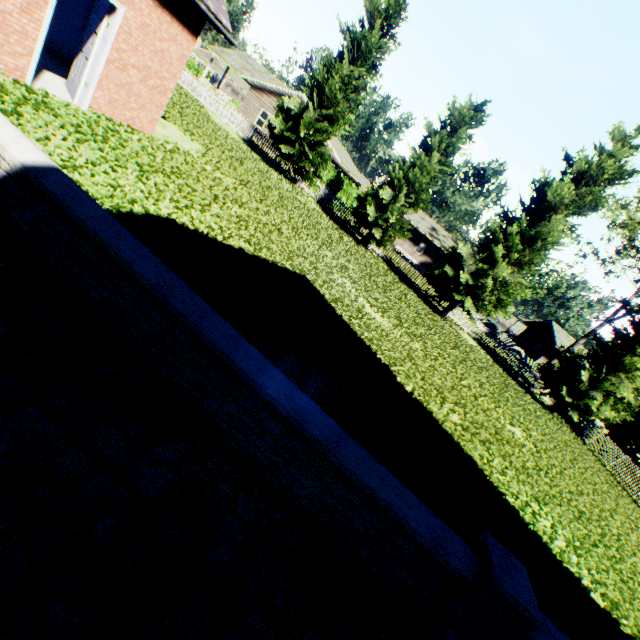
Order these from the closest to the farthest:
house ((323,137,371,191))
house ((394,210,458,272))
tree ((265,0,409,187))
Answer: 1. tree ((265,0,409,187))
2. house ((323,137,371,191))
3. house ((394,210,458,272))

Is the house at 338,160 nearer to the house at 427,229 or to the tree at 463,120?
the house at 427,229

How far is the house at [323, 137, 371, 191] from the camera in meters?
29.8 m

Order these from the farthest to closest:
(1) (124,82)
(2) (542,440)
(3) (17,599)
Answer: (2) (542,440) < (1) (124,82) < (3) (17,599)

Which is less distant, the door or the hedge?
the door

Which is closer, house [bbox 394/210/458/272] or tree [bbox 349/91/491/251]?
tree [bbox 349/91/491/251]

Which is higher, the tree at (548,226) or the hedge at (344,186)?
the tree at (548,226)

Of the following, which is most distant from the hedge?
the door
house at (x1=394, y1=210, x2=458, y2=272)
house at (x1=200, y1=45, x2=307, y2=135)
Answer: the door
